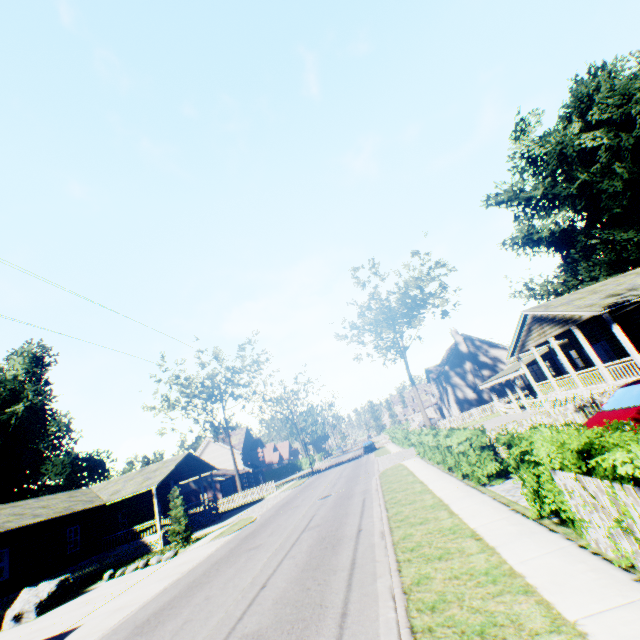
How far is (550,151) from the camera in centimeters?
4041cm

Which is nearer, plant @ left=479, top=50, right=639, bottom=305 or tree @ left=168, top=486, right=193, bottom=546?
tree @ left=168, top=486, right=193, bottom=546

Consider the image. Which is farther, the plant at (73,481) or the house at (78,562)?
the plant at (73,481)

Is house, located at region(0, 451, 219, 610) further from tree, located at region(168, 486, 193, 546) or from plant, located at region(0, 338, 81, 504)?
plant, located at region(0, 338, 81, 504)

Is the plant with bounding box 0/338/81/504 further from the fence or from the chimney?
the chimney

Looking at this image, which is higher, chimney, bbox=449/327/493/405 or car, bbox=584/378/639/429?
chimney, bbox=449/327/493/405

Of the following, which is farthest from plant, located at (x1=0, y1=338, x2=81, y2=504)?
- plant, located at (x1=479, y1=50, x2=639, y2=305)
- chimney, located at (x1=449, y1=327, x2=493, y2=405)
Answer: plant, located at (x1=479, y1=50, x2=639, y2=305)

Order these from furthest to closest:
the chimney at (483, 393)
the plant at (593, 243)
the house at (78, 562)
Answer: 1. the chimney at (483, 393)
2. the plant at (593, 243)
3. the house at (78, 562)
